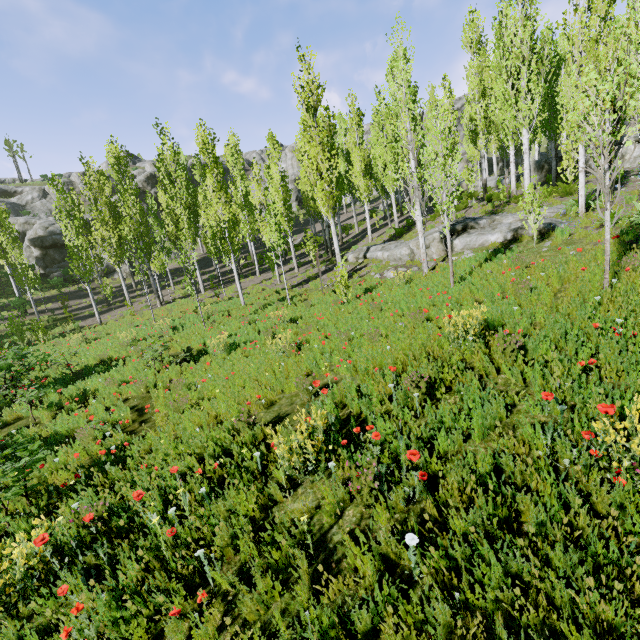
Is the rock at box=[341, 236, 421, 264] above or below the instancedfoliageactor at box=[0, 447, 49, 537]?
above

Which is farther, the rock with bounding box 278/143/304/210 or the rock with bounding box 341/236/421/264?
the rock with bounding box 278/143/304/210

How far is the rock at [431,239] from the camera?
13.84m

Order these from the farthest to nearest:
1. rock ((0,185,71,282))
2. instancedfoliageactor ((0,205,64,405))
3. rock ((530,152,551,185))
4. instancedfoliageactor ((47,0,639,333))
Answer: rock ((0,185,71,282)) < rock ((530,152,551,185)) < instancedfoliageactor ((0,205,64,405)) < instancedfoliageactor ((47,0,639,333))

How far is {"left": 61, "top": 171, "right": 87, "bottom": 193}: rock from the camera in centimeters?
5634cm

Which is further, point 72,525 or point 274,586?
point 72,525

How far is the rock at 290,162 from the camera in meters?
50.5 m

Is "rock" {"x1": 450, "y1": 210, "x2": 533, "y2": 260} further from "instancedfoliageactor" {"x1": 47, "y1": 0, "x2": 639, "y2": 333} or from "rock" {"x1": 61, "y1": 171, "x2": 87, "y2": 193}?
"rock" {"x1": 61, "y1": 171, "x2": 87, "y2": 193}
